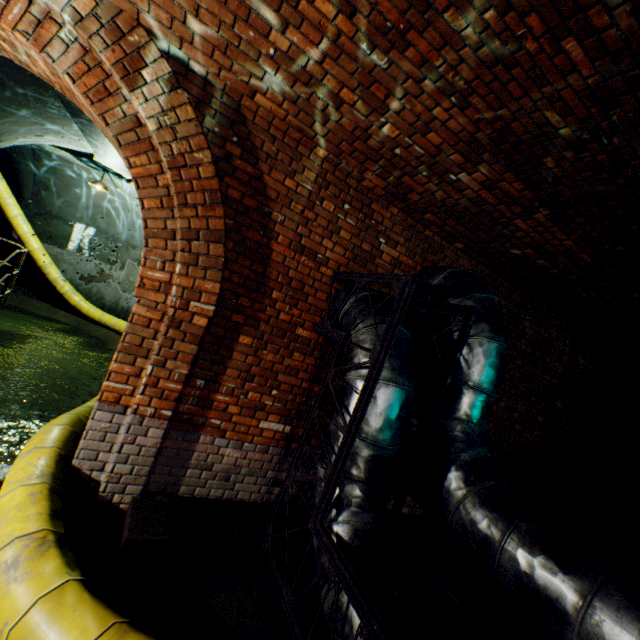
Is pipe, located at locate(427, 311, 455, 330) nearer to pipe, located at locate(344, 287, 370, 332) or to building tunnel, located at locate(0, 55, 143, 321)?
pipe, located at locate(344, 287, 370, 332)

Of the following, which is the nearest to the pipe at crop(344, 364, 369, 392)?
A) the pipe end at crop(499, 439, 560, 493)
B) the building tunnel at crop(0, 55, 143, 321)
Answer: the building tunnel at crop(0, 55, 143, 321)

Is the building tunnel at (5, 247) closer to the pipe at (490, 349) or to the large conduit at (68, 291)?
the large conduit at (68, 291)

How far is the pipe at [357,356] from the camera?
2.8m

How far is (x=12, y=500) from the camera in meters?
2.3 m

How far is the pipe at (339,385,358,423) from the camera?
2.68m

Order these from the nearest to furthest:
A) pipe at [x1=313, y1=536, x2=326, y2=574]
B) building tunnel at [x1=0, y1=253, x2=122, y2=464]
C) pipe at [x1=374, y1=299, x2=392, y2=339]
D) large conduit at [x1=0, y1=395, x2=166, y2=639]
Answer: large conduit at [x1=0, y1=395, x2=166, y2=639] < pipe at [x1=313, y1=536, x2=326, y2=574] < pipe at [x1=374, y1=299, x2=392, y2=339] < building tunnel at [x1=0, y1=253, x2=122, y2=464]
